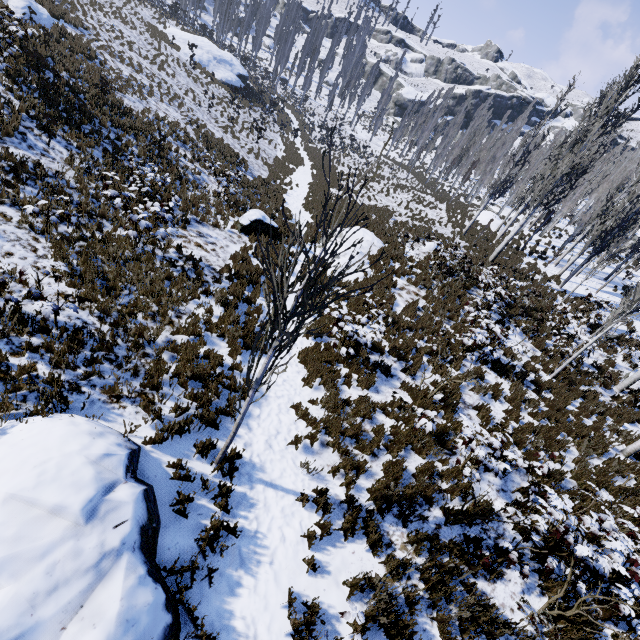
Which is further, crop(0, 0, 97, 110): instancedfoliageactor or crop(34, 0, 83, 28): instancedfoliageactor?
crop(34, 0, 83, 28): instancedfoliageactor

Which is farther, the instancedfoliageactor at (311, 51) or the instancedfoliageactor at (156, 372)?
the instancedfoliageactor at (311, 51)

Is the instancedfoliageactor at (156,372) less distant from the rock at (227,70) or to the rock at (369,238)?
the rock at (227,70)

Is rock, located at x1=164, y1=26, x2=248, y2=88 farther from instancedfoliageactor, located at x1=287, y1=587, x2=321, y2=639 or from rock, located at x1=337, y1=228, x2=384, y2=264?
rock, located at x1=337, y1=228, x2=384, y2=264

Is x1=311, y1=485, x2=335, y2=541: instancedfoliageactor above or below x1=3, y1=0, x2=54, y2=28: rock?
below

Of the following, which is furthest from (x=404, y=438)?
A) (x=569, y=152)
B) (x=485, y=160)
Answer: (x=485, y=160)
